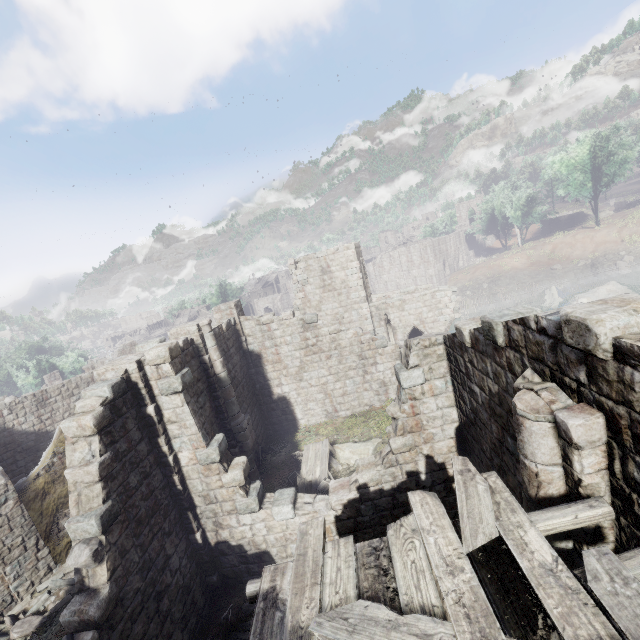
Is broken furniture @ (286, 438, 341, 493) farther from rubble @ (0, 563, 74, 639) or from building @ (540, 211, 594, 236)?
rubble @ (0, 563, 74, 639)

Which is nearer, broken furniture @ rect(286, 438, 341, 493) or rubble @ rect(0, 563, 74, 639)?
rubble @ rect(0, 563, 74, 639)

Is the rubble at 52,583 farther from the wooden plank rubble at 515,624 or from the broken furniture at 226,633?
the wooden plank rubble at 515,624

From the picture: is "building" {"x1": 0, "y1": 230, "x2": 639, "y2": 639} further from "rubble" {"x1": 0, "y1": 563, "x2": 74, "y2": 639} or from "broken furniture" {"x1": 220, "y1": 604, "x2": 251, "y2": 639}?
"broken furniture" {"x1": 220, "y1": 604, "x2": 251, "y2": 639}

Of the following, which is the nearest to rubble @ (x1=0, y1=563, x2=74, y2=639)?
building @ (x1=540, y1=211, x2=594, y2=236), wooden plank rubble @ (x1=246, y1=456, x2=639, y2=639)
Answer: building @ (x1=540, y1=211, x2=594, y2=236)

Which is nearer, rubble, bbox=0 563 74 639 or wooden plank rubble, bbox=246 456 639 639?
wooden plank rubble, bbox=246 456 639 639

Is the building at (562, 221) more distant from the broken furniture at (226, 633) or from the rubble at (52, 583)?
the broken furniture at (226, 633)

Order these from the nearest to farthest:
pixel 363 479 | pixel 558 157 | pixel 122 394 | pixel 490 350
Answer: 1. pixel 490 350
2. pixel 122 394
3. pixel 363 479
4. pixel 558 157
